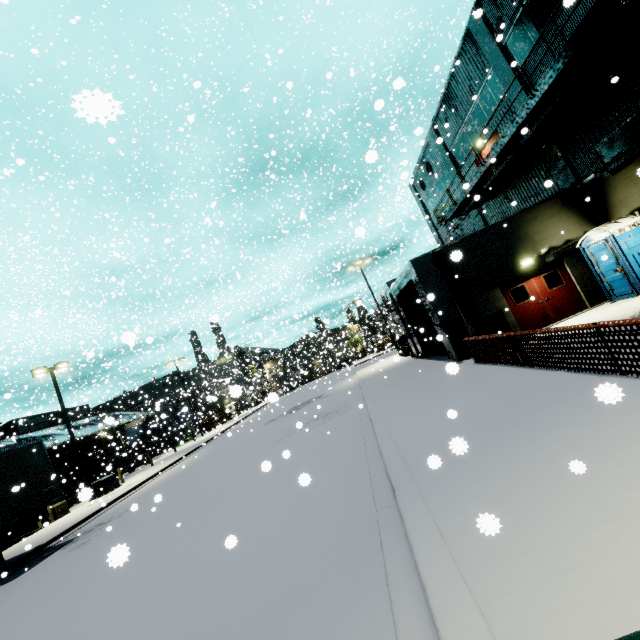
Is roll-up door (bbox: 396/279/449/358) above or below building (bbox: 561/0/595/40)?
below

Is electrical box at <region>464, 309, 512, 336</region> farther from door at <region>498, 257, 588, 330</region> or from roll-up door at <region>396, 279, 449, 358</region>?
roll-up door at <region>396, 279, 449, 358</region>

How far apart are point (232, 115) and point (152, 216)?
13.7 meters

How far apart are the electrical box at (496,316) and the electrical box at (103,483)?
25.46m

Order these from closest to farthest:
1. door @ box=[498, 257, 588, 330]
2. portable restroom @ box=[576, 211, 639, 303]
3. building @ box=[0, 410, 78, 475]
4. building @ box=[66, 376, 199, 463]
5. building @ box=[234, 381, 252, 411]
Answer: building @ box=[234, 381, 252, 411], portable restroom @ box=[576, 211, 639, 303], door @ box=[498, 257, 588, 330], building @ box=[0, 410, 78, 475], building @ box=[66, 376, 199, 463]

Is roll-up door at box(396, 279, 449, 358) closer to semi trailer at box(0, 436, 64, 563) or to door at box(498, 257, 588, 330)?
semi trailer at box(0, 436, 64, 563)

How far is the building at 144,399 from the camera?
34.0m

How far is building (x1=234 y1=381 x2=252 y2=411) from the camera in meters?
2.4 m
